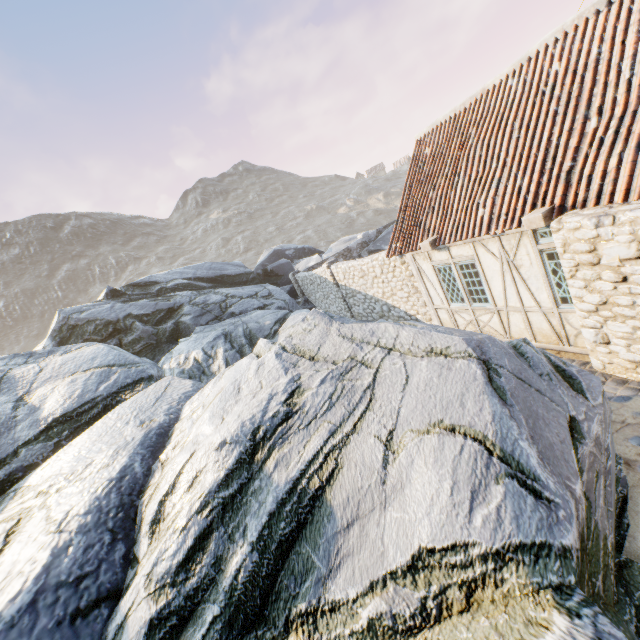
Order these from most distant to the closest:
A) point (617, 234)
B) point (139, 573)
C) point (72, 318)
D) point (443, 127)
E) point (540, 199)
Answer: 1. point (72, 318)
2. point (443, 127)
3. point (540, 199)
4. point (617, 234)
5. point (139, 573)

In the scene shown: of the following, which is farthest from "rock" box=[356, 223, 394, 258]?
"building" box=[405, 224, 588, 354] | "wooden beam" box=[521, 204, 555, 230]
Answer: "wooden beam" box=[521, 204, 555, 230]

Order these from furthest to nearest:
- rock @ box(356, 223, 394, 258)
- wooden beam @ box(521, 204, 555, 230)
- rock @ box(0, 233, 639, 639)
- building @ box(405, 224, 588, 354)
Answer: rock @ box(356, 223, 394, 258), building @ box(405, 224, 588, 354), wooden beam @ box(521, 204, 555, 230), rock @ box(0, 233, 639, 639)

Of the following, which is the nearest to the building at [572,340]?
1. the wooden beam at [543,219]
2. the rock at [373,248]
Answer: the wooden beam at [543,219]

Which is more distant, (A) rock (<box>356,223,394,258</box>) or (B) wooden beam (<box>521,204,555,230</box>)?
(A) rock (<box>356,223,394,258</box>)

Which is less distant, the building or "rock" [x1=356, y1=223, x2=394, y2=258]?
the building

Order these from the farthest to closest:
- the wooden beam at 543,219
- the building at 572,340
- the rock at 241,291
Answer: the building at 572,340
the wooden beam at 543,219
the rock at 241,291
